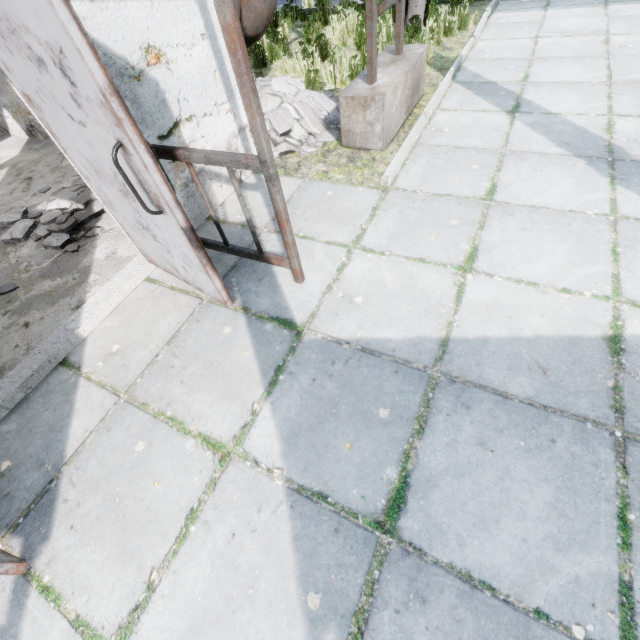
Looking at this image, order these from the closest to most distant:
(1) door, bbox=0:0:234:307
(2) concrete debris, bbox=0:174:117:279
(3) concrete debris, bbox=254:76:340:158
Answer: (1) door, bbox=0:0:234:307 < (2) concrete debris, bbox=0:174:117:279 < (3) concrete debris, bbox=254:76:340:158

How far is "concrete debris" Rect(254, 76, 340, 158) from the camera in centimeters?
425cm

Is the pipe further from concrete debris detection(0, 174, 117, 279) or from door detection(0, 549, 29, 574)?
door detection(0, 549, 29, 574)

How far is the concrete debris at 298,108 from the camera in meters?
4.3 m

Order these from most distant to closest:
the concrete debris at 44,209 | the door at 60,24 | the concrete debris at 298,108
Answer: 1. the concrete debris at 298,108
2. the concrete debris at 44,209
3. the door at 60,24

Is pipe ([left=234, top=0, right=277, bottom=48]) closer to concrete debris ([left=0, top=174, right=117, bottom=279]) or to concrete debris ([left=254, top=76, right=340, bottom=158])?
concrete debris ([left=254, top=76, right=340, bottom=158])

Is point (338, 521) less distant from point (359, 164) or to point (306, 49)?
point (359, 164)

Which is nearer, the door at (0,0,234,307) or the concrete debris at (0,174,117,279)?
the door at (0,0,234,307)
